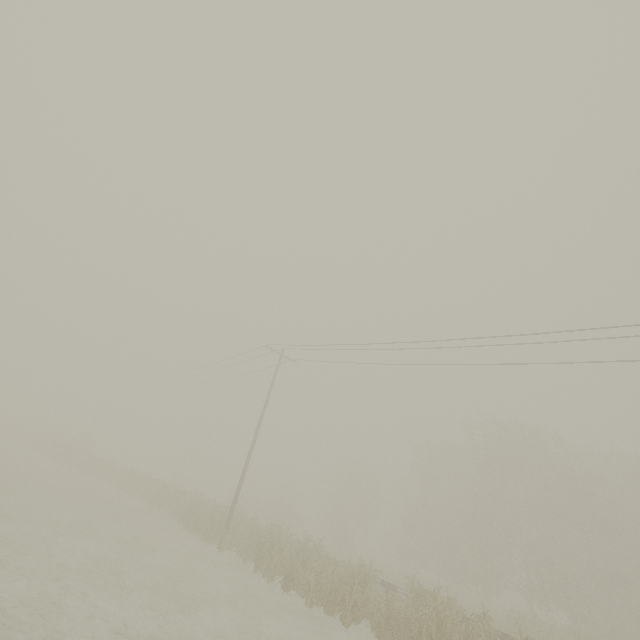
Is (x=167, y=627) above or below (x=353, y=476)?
below
